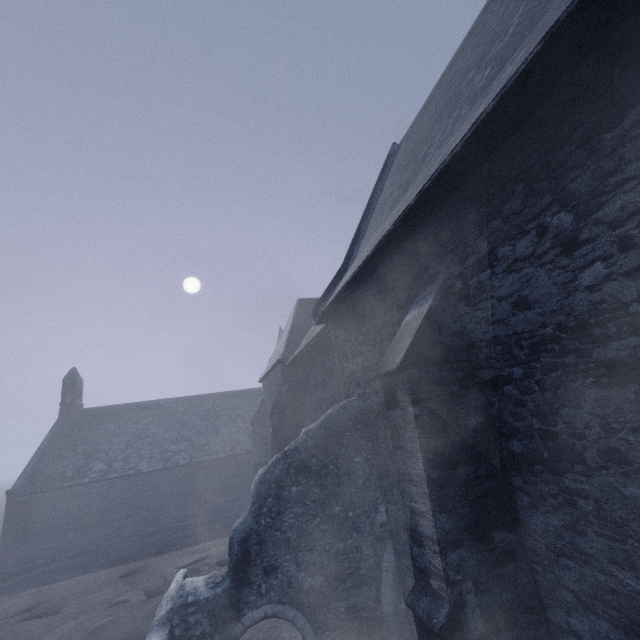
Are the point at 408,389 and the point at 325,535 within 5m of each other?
yes
